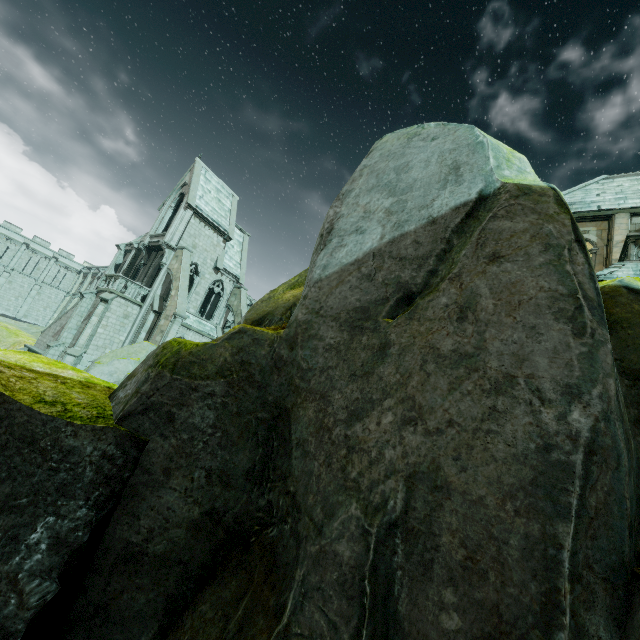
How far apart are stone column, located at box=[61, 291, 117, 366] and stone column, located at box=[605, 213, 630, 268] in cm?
2951

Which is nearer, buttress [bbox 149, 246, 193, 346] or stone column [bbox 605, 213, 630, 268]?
stone column [bbox 605, 213, 630, 268]

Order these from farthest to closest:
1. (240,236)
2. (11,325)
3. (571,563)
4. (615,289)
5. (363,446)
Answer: (11,325)
(240,236)
(615,289)
(363,446)
(571,563)

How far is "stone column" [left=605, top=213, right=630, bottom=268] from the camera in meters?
13.3

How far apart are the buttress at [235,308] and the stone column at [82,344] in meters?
9.7 m

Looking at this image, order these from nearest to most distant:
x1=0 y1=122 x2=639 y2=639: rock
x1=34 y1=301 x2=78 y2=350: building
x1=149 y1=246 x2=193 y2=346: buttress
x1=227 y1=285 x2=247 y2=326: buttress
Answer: x1=0 y1=122 x2=639 y2=639: rock → x1=149 y1=246 x2=193 y2=346: buttress → x1=34 y1=301 x2=78 y2=350: building → x1=227 y1=285 x2=247 y2=326: buttress

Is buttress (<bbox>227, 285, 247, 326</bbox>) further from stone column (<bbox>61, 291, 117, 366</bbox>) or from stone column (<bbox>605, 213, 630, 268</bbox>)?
stone column (<bbox>605, 213, 630, 268</bbox>)

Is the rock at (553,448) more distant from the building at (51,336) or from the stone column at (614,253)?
the building at (51,336)
